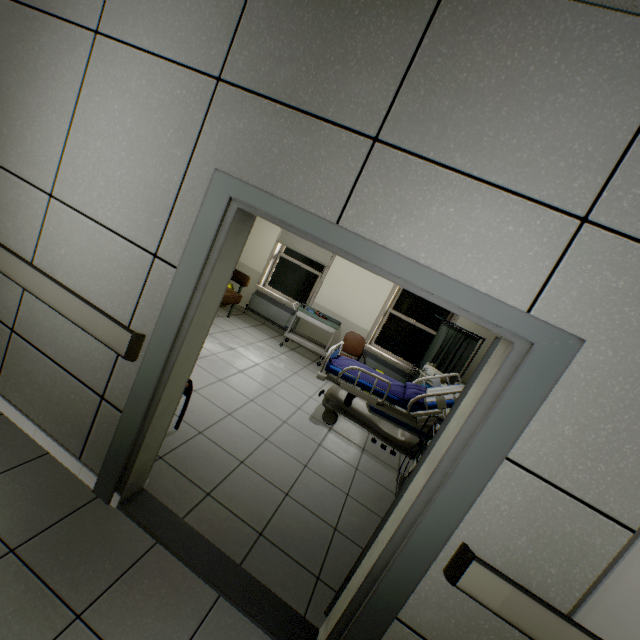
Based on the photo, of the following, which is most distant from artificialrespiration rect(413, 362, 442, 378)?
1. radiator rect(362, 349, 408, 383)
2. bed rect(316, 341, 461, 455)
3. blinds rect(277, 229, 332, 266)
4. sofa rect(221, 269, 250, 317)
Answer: sofa rect(221, 269, 250, 317)

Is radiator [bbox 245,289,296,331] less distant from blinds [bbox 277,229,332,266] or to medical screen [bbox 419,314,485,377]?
blinds [bbox 277,229,332,266]

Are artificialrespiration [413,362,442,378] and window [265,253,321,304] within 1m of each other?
no

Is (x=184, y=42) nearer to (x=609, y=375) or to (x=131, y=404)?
(x=131, y=404)

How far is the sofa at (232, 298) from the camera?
6.0 meters

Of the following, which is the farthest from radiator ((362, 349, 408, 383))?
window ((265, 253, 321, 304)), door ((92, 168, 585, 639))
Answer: door ((92, 168, 585, 639))

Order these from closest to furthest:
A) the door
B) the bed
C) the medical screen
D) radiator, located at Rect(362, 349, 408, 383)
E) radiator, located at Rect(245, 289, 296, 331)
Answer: the door → the bed → the medical screen → radiator, located at Rect(362, 349, 408, 383) → radiator, located at Rect(245, 289, 296, 331)

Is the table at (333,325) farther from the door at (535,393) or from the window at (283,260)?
the door at (535,393)
